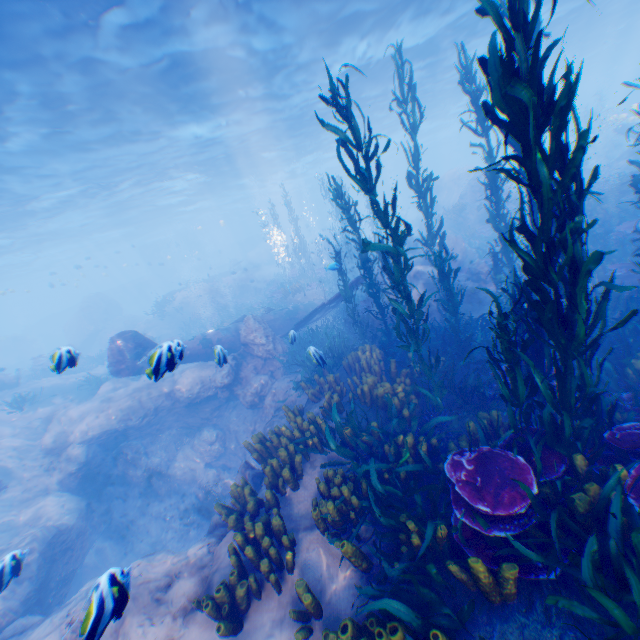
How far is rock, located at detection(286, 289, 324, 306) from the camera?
20.2m

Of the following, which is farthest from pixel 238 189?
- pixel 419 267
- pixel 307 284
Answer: pixel 419 267

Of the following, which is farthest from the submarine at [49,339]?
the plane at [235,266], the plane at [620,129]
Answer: the plane at [620,129]

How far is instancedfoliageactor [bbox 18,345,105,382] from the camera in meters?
22.2 m

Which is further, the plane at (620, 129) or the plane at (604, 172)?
the plane at (620, 129)

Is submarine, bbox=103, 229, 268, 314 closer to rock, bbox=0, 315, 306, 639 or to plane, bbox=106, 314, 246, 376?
rock, bbox=0, 315, 306, 639

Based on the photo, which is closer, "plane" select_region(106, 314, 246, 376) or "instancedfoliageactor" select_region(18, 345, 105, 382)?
"plane" select_region(106, 314, 246, 376)

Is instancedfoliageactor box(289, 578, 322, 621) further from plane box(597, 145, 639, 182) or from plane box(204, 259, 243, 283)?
plane box(204, 259, 243, 283)
